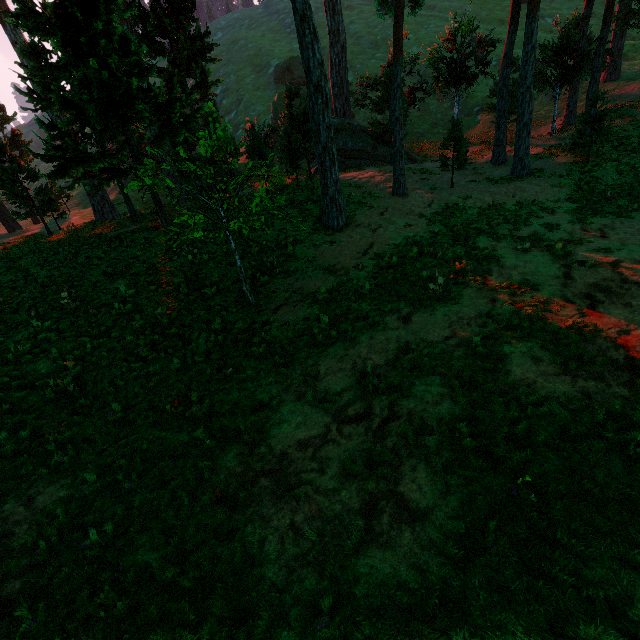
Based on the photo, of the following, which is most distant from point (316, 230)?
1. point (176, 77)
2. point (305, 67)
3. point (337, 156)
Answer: A: point (176, 77)
